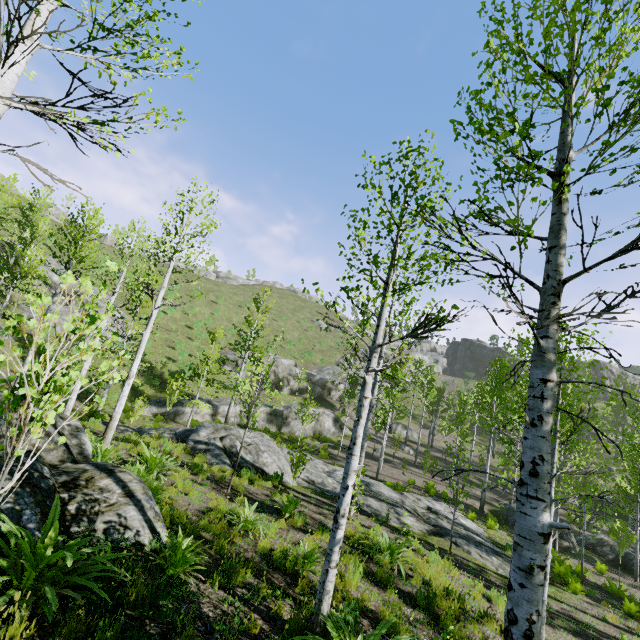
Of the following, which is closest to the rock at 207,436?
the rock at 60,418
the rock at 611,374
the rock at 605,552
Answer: the rock at 60,418

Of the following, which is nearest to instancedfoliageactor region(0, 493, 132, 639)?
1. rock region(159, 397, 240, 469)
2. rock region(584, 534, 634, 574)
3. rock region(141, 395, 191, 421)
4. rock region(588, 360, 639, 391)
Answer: rock region(159, 397, 240, 469)

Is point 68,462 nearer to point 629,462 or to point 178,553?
point 178,553

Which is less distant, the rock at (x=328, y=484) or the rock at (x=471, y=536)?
the rock at (x=471, y=536)

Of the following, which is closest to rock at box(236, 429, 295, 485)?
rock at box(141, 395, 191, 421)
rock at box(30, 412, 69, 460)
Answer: rock at box(30, 412, 69, 460)

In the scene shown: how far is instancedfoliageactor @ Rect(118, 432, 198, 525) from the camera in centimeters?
702cm

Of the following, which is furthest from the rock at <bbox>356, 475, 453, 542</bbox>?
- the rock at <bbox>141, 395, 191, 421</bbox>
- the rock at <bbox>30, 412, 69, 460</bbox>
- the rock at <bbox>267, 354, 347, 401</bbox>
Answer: the rock at <bbox>267, 354, 347, 401</bbox>

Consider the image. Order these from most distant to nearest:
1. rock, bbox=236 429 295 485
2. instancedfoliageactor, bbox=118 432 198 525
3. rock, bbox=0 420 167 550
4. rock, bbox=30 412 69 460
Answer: rock, bbox=236 429 295 485 < instancedfoliageactor, bbox=118 432 198 525 < rock, bbox=30 412 69 460 < rock, bbox=0 420 167 550
